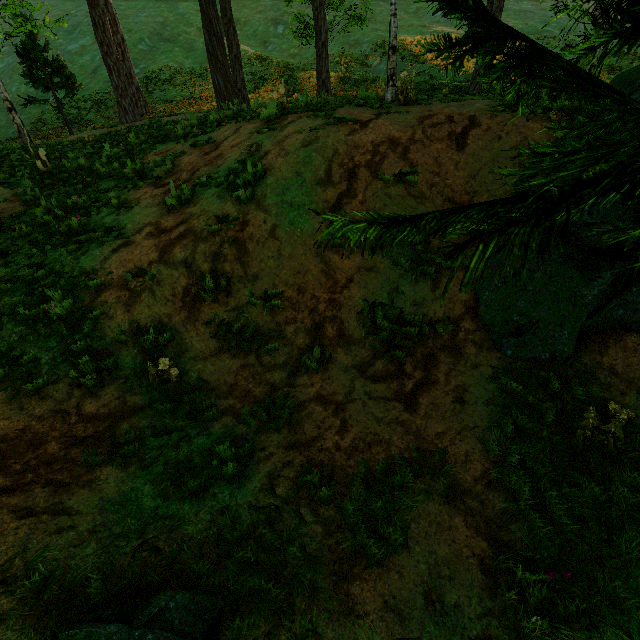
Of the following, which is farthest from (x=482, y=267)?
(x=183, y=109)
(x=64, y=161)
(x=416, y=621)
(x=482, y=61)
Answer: (x=183, y=109)

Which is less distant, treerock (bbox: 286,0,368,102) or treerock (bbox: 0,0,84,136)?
treerock (bbox: 286,0,368,102)

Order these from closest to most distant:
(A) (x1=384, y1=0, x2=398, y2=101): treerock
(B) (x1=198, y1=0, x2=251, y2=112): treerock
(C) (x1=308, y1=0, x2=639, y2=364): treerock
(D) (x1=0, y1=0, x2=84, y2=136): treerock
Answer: (C) (x1=308, y1=0, x2=639, y2=364): treerock
(A) (x1=384, y1=0, x2=398, y2=101): treerock
(B) (x1=198, y1=0, x2=251, y2=112): treerock
(D) (x1=0, y1=0, x2=84, y2=136): treerock

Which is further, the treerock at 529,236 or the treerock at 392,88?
the treerock at 392,88

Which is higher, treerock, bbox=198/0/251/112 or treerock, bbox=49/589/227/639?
treerock, bbox=198/0/251/112
